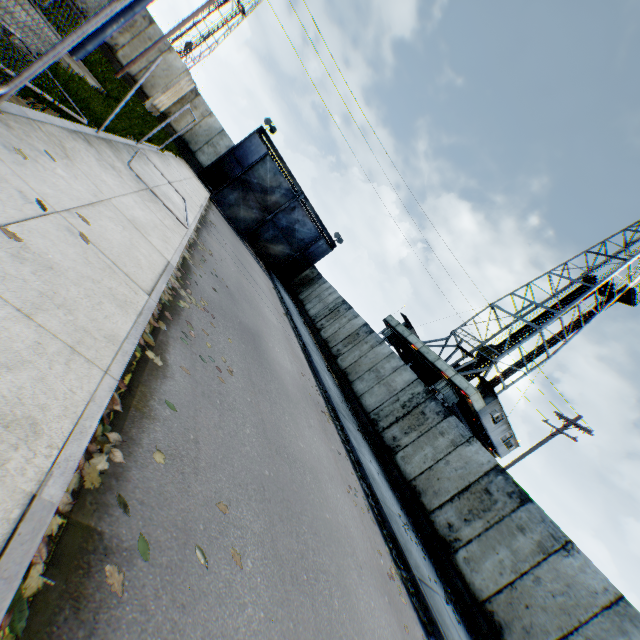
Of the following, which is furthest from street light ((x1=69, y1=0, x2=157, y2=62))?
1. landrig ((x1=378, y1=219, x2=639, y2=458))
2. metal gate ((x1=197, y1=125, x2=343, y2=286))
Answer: landrig ((x1=378, y1=219, x2=639, y2=458))

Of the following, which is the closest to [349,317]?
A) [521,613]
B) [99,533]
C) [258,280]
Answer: [258,280]

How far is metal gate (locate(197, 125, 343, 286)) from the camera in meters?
24.1 m

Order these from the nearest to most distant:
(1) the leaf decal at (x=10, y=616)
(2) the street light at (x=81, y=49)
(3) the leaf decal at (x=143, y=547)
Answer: (1) the leaf decal at (x=10, y=616)
(3) the leaf decal at (x=143, y=547)
(2) the street light at (x=81, y=49)

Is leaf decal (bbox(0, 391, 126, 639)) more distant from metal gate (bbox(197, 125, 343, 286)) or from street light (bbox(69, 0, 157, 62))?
metal gate (bbox(197, 125, 343, 286))

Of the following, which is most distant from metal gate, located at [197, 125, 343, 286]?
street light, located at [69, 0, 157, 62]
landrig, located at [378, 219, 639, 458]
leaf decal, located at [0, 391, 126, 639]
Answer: leaf decal, located at [0, 391, 126, 639]

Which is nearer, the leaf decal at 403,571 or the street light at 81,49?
the leaf decal at 403,571

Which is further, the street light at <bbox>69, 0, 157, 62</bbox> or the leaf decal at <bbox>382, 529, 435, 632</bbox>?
the street light at <bbox>69, 0, 157, 62</bbox>
